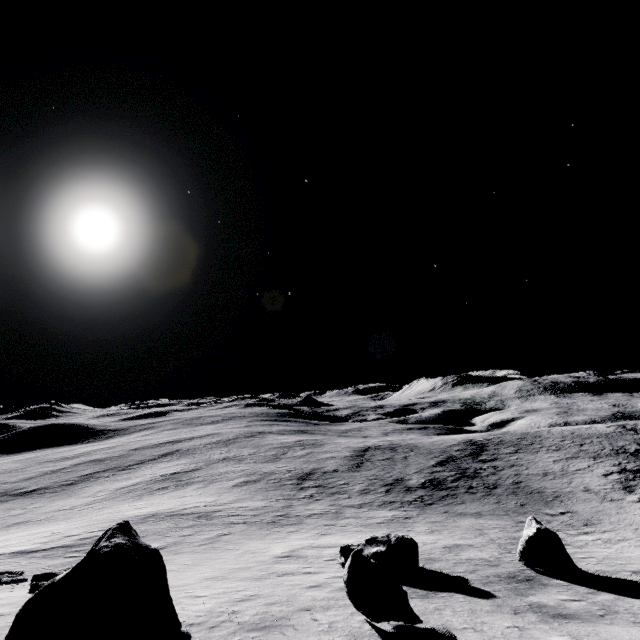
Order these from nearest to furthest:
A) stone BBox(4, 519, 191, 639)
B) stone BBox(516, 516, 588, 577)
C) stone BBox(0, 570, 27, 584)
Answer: stone BBox(4, 519, 191, 639)
stone BBox(0, 570, 27, 584)
stone BBox(516, 516, 588, 577)

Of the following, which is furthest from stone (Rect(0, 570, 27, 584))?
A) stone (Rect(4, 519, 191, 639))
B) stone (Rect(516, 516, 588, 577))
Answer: stone (Rect(516, 516, 588, 577))

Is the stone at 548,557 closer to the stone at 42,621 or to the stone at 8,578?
the stone at 42,621

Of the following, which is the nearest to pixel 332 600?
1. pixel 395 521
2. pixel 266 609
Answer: Result: pixel 266 609

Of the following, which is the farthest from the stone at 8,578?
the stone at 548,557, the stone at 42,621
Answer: the stone at 548,557

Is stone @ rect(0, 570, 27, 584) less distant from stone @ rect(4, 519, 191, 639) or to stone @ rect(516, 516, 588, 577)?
stone @ rect(4, 519, 191, 639)

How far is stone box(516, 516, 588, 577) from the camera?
14.2m
